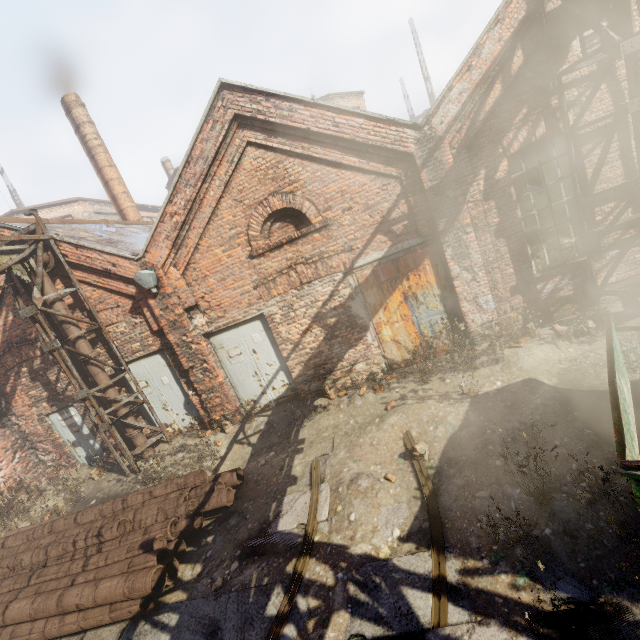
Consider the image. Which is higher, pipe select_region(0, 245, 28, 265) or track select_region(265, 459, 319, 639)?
pipe select_region(0, 245, 28, 265)

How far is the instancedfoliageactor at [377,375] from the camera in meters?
7.5 m

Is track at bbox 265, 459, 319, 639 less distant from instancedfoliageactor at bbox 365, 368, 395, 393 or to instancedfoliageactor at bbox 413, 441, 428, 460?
instancedfoliageactor at bbox 413, 441, 428, 460

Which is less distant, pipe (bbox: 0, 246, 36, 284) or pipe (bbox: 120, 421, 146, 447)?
pipe (bbox: 0, 246, 36, 284)

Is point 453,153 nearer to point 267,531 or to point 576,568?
point 576,568

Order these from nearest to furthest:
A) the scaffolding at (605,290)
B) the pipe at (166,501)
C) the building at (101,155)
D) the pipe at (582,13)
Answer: the pipe at (166,501) < the pipe at (582,13) < the scaffolding at (605,290) < the building at (101,155)

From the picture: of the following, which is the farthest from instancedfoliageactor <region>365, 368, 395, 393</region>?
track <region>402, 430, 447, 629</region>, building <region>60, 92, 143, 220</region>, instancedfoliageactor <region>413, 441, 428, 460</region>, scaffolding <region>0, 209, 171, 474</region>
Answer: building <region>60, 92, 143, 220</region>

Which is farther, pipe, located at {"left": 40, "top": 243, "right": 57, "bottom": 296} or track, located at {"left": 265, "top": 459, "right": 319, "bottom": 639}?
pipe, located at {"left": 40, "top": 243, "right": 57, "bottom": 296}
